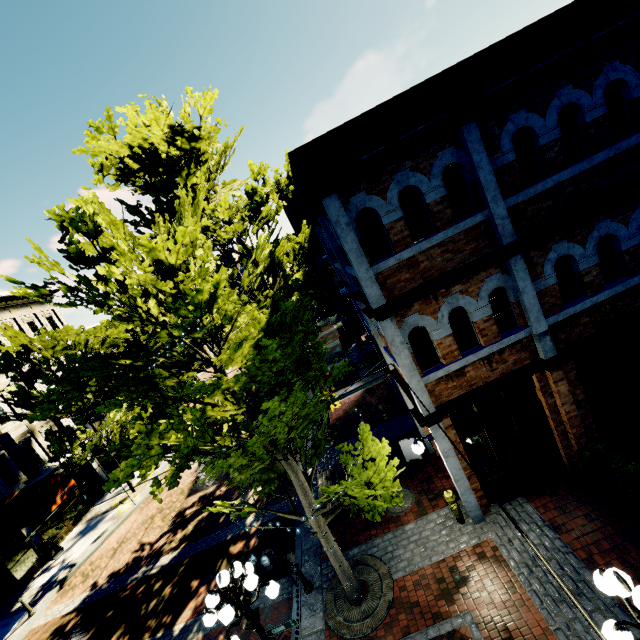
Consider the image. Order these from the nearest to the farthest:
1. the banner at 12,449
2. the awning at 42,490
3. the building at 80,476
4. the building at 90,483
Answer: the awning at 42,490
the banner at 12,449
the building at 90,483
the building at 80,476

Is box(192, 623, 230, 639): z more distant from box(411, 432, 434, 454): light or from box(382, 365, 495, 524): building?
box(411, 432, 434, 454): light

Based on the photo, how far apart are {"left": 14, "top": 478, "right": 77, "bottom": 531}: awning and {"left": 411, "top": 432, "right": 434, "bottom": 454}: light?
16.3 meters

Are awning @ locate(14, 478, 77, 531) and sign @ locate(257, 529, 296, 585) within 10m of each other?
no

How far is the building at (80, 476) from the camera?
20.07m

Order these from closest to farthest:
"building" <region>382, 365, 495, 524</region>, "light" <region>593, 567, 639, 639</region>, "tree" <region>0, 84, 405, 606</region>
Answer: "light" <region>593, 567, 639, 639</region>
"tree" <region>0, 84, 405, 606</region>
"building" <region>382, 365, 495, 524</region>

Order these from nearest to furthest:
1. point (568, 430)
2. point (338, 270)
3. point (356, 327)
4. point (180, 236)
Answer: point (180, 236) → point (568, 430) → point (338, 270) → point (356, 327)

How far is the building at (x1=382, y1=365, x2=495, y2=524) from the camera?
7.52m
